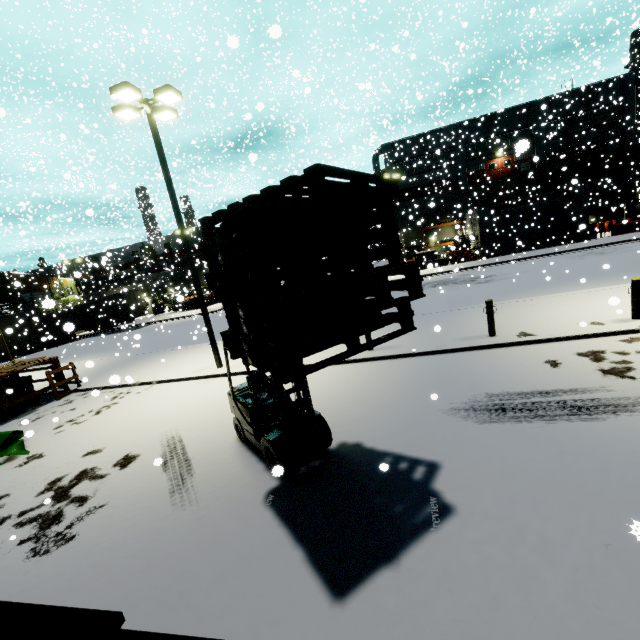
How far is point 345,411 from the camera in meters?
7.6 m

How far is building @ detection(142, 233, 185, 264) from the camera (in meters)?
36.61

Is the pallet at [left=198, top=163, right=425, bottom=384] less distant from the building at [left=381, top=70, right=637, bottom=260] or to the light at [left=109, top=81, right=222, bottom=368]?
the building at [left=381, top=70, right=637, bottom=260]

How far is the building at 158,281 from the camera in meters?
42.3 m

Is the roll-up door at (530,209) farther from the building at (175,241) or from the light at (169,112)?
the light at (169,112)

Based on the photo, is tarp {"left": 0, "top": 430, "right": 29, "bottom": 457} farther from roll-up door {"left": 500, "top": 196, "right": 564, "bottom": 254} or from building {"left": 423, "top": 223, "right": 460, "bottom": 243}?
roll-up door {"left": 500, "top": 196, "right": 564, "bottom": 254}

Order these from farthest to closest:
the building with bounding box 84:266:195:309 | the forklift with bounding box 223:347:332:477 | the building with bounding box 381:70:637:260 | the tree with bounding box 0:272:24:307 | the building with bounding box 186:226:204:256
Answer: the building with bounding box 84:266:195:309 < the building with bounding box 186:226:204:256 < the tree with bounding box 0:272:24:307 < the building with bounding box 381:70:637:260 < the forklift with bounding box 223:347:332:477

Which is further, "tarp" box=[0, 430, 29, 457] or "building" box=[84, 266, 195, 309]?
"building" box=[84, 266, 195, 309]
